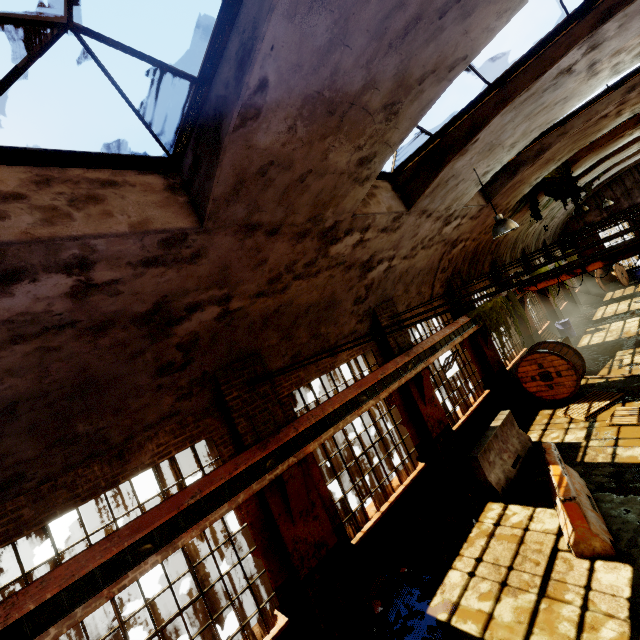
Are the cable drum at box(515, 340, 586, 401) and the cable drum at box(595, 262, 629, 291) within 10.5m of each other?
no

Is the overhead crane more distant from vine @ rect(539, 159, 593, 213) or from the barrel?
the barrel

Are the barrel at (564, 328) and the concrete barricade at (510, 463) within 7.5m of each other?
no

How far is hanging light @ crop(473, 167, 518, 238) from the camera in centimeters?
704cm

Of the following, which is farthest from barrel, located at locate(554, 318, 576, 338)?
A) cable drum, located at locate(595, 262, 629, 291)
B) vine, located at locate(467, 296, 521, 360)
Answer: cable drum, located at locate(595, 262, 629, 291)

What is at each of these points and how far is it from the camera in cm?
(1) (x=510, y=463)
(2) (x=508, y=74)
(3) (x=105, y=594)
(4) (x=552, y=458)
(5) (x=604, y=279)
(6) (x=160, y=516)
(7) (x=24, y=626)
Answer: (1) concrete barricade, 856
(2) window frame, 542
(3) crane rail, 403
(4) concrete barricade, 681
(5) cable drum, 2412
(6) crane rail, 464
(7) beam, 361

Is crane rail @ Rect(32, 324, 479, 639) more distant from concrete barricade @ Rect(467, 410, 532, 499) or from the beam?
concrete barricade @ Rect(467, 410, 532, 499)

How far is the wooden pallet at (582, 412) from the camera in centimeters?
960cm
